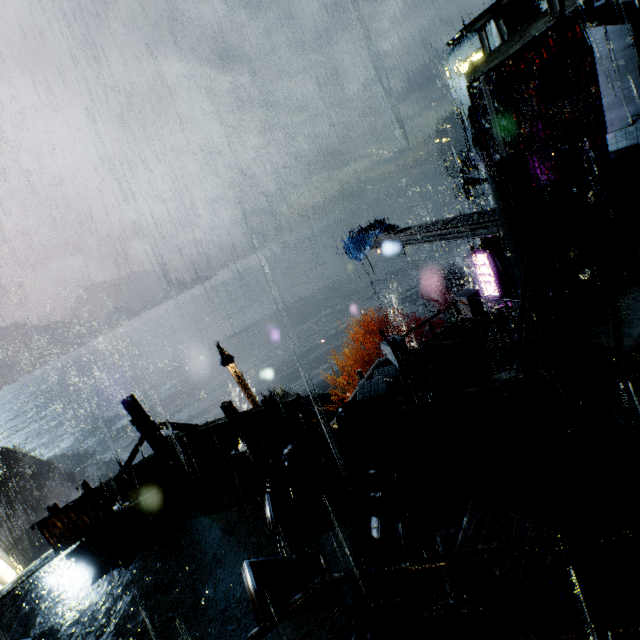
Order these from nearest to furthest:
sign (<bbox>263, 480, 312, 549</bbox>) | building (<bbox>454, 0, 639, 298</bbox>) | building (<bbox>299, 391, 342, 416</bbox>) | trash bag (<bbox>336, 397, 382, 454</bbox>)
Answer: sign (<bbox>263, 480, 312, 549</bbox>) < trash bag (<bbox>336, 397, 382, 454</bbox>) < building (<bbox>454, 0, 639, 298</bbox>) < building (<bbox>299, 391, 342, 416</bbox>)

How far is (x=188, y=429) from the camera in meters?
10.1 m

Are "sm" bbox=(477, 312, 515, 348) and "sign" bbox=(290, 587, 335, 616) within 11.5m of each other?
yes

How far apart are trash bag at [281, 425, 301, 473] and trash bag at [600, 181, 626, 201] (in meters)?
12.51

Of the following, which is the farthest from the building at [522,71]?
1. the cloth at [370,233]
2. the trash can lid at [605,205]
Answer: the cloth at [370,233]

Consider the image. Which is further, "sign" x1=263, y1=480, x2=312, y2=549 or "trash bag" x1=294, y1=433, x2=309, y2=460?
"trash bag" x1=294, y1=433, x2=309, y2=460

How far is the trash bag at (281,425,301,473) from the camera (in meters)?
8.37

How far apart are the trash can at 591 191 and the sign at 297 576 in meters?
13.2 m
